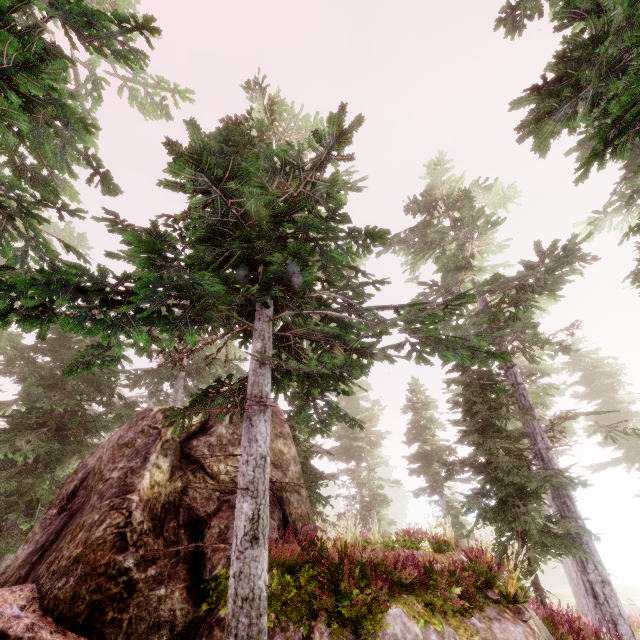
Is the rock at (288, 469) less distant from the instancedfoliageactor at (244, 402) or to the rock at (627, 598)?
the instancedfoliageactor at (244, 402)

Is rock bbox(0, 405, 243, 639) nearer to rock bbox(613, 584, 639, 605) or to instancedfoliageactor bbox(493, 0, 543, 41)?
instancedfoliageactor bbox(493, 0, 543, 41)

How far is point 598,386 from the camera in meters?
23.9

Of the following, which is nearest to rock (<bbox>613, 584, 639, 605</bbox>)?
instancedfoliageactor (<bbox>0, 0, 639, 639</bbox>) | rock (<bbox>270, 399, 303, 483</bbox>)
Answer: instancedfoliageactor (<bbox>0, 0, 639, 639</bbox>)

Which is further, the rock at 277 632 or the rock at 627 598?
the rock at 627 598

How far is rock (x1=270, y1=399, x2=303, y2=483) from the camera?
9.3 meters
